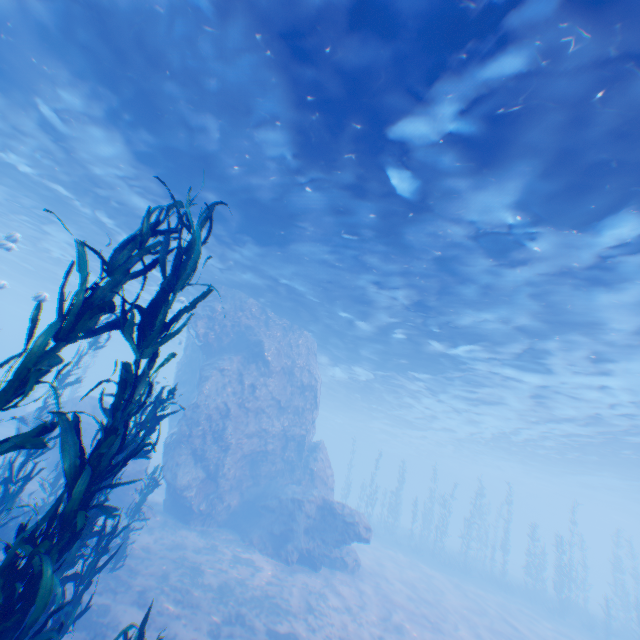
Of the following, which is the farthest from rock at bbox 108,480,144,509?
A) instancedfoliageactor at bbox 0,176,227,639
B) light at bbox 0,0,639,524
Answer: instancedfoliageactor at bbox 0,176,227,639

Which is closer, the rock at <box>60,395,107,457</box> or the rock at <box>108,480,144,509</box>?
the rock at <box>108,480,144,509</box>

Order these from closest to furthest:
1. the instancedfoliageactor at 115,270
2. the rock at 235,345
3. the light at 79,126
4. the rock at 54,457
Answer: the instancedfoliageactor at 115,270 → the light at 79,126 → the rock at 54,457 → the rock at 235,345

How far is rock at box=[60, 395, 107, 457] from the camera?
15.6 meters

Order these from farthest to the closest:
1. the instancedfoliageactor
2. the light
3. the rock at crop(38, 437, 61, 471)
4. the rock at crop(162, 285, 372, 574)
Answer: the rock at crop(162, 285, 372, 574), the rock at crop(38, 437, 61, 471), the light, the instancedfoliageactor

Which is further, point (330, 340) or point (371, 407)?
point (371, 407)

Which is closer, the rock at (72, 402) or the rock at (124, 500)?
the rock at (124, 500)
